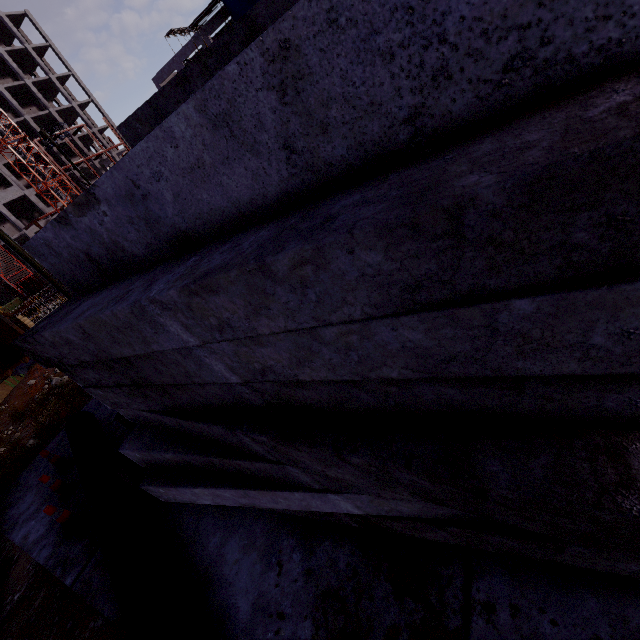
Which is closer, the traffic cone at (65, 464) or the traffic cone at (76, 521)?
the traffic cone at (76, 521)

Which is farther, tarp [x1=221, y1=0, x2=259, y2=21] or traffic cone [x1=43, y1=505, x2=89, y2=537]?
tarp [x1=221, y1=0, x2=259, y2=21]

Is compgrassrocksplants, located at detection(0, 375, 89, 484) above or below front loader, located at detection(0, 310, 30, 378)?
below

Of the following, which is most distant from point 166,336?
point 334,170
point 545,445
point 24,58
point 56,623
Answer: point 24,58

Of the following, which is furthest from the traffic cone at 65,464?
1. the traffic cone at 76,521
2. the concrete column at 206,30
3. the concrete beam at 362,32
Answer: the concrete column at 206,30

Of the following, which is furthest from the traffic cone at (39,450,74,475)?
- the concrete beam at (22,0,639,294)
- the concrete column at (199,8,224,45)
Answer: the concrete column at (199,8,224,45)

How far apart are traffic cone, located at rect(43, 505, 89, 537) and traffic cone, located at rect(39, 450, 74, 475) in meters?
1.5 m

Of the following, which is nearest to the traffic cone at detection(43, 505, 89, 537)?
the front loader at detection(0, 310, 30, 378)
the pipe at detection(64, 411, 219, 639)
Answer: the pipe at detection(64, 411, 219, 639)
